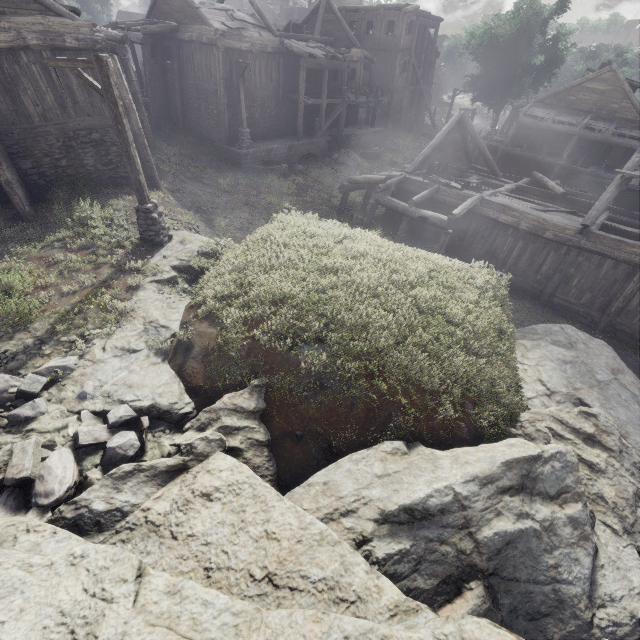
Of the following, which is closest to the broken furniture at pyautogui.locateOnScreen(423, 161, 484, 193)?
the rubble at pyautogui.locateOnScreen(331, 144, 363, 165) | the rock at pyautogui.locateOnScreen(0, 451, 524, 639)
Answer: the rubble at pyautogui.locateOnScreen(331, 144, 363, 165)

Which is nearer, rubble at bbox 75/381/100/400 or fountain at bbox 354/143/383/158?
rubble at bbox 75/381/100/400

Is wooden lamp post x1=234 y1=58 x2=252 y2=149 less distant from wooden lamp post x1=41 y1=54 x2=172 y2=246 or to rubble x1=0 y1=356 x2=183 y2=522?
A: wooden lamp post x1=41 y1=54 x2=172 y2=246

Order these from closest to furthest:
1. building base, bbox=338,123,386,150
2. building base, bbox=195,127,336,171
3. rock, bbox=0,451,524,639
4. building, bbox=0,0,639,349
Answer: rock, bbox=0,451,524,639 < building, bbox=0,0,639,349 < building base, bbox=195,127,336,171 < building base, bbox=338,123,386,150

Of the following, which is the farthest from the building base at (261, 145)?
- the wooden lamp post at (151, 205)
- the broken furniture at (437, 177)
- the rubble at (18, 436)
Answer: the rubble at (18, 436)

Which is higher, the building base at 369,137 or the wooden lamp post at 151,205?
the wooden lamp post at 151,205

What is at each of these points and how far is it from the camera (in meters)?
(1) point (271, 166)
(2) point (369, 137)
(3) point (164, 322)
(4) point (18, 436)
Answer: (1) fountain, 22.36
(2) building base, 28.67
(3) rock, 7.95
(4) rubble, 5.36

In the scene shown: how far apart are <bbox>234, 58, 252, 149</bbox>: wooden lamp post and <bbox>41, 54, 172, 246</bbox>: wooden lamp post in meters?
13.0
